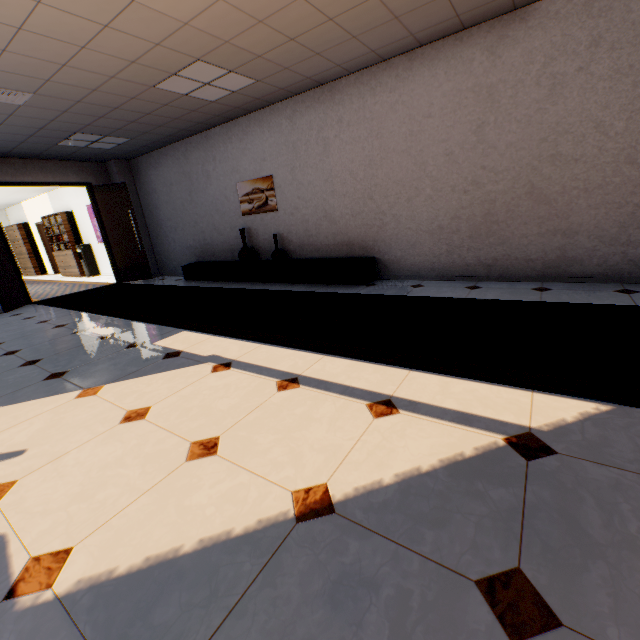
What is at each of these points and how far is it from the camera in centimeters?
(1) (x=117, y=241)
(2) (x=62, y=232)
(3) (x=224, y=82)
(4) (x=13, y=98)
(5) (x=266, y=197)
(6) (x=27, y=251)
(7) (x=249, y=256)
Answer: (1) door, 838cm
(2) book, 1103cm
(3) light, 438cm
(4) ceiling vent, 409cm
(5) picture, 615cm
(6) cupboard, 1356cm
(7) vase, 656cm

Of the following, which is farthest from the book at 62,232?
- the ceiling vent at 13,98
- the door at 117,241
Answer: the ceiling vent at 13,98

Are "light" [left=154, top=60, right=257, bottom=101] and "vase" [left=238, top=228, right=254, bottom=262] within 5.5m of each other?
yes

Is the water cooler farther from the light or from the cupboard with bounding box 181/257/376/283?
the light

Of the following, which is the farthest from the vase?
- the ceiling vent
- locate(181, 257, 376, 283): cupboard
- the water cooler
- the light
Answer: the water cooler

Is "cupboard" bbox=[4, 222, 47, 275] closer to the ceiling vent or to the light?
the ceiling vent

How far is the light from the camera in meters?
3.9

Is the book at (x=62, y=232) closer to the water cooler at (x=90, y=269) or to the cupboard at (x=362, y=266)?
the water cooler at (x=90, y=269)
